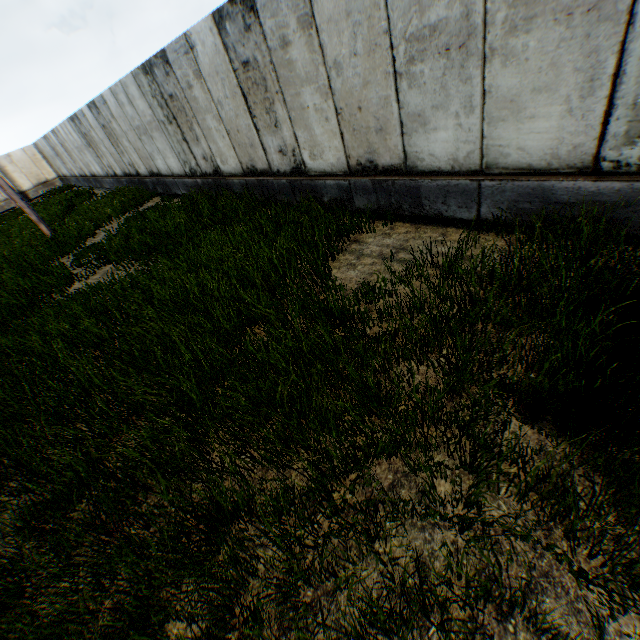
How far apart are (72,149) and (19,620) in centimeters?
2495cm
